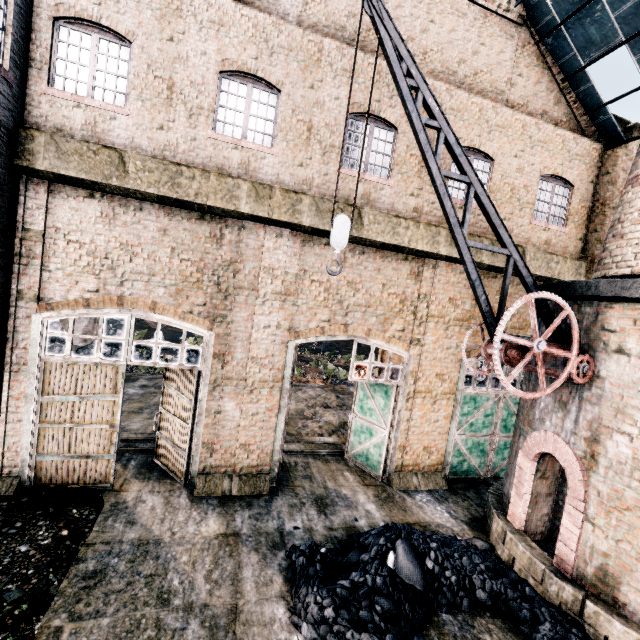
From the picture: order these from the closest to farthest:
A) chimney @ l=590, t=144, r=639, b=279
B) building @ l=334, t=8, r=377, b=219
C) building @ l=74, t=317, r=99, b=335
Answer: chimney @ l=590, t=144, r=639, b=279, building @ l=334, t=8, r=377, b=219, building @ l=74, t=317, r=99, b=335

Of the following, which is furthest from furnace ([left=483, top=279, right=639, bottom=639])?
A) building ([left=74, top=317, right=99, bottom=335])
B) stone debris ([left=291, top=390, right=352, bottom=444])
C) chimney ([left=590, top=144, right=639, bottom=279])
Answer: building ([left=74, top=317, right=99, bottom=335])

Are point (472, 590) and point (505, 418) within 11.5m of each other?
yes

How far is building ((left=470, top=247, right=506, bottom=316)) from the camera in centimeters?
1125cm

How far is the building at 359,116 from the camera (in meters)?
9.65

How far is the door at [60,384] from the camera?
8.38m

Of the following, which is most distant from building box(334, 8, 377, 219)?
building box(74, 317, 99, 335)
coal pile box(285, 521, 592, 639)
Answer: building box(74, 317, 99, 335)

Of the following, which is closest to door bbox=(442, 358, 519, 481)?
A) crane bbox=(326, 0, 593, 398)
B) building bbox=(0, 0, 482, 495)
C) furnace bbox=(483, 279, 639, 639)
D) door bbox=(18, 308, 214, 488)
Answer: building bbox=(0, 0, 482, 495)
